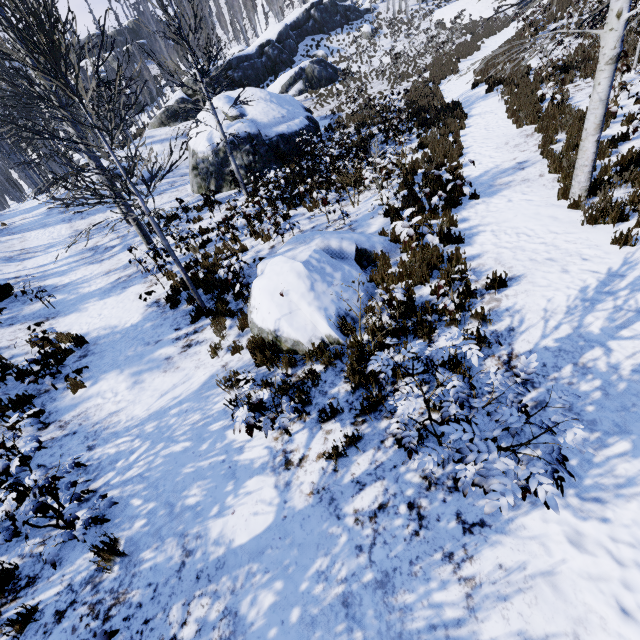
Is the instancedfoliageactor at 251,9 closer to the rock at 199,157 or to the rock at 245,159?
the rock at 245,159

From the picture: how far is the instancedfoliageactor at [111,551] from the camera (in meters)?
3.64

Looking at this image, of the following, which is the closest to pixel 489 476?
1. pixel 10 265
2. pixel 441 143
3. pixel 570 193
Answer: pixel 570 193

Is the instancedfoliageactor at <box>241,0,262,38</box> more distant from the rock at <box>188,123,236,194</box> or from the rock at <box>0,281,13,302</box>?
the rock at <box>0,281,13,302</box>

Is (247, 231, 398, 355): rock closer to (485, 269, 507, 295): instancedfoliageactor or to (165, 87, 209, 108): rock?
(485, 269, 507, 295): instancedfoliageactor

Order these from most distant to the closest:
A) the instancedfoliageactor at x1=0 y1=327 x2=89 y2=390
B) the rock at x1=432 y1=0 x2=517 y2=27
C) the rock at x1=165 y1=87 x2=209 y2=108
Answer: the rock at x1=432 y1=0 x2=517 y2=27 < the rock at x1=165 y1=87 x2=209 y2=108 < the instancedfoliageactor at x1=0 y1=327 x2=89 y2=390

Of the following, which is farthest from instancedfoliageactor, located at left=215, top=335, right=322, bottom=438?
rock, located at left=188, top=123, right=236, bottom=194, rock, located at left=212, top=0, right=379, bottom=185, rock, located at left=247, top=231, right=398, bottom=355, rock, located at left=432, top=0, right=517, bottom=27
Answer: rock, located at left=247, top=231, right=398, bottom=355

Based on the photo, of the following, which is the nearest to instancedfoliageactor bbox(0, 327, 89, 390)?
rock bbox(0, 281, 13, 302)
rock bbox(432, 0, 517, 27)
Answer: rock bbox(432, 0, 517, 27)
